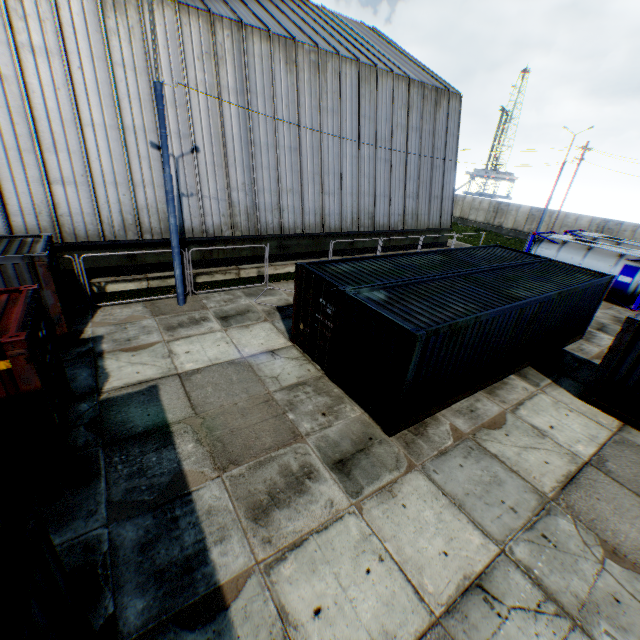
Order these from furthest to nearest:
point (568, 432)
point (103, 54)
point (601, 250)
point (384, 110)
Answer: point (384, 110)
point (601, 250)
point (103, 54)
point (568, 432)

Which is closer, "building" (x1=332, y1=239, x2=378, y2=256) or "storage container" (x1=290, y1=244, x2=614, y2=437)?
"storage container" (x1=290, y1=244, x2=614, y2=437)

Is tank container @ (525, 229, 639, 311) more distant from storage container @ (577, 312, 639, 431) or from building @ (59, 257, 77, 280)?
storage container @ (577, 312, 639, 431)

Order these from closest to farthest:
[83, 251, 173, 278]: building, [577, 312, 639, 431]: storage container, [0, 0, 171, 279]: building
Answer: [577, 312, 639, 431]: storage container, [0, 0, 171, 279]: building, [83, 251, 173, 278]: building

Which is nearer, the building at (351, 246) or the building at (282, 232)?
the building at (282, 232)

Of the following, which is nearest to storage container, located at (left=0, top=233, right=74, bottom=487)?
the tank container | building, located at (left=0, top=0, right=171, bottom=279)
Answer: building, located at (left=0, top=0, right=171, bottom=279)

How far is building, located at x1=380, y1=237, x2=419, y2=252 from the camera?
23.4m
